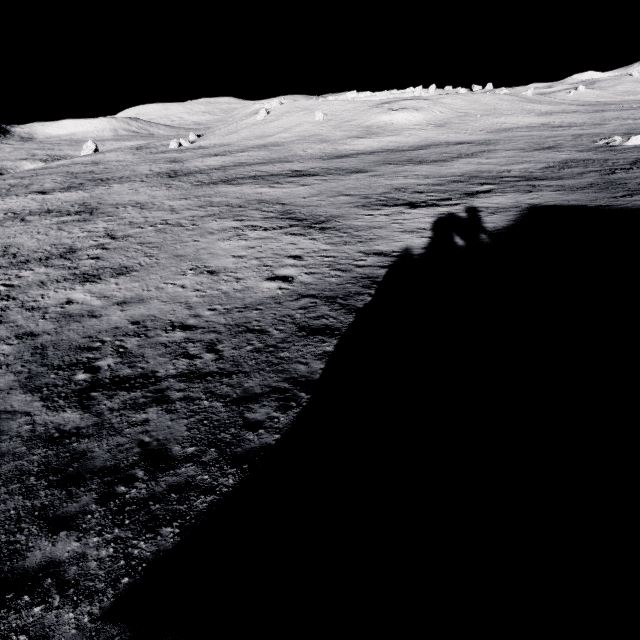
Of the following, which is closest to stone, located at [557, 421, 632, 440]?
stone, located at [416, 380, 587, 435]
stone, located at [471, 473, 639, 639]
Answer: stone, located at [416, 380, 587, 435]

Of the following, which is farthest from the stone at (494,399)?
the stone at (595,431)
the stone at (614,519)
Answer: the stone at (614,519)

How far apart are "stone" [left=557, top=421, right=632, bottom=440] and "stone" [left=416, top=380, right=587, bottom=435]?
0.18m

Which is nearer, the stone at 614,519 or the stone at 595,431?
the stone at 614,519

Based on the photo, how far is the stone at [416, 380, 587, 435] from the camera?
6.16m

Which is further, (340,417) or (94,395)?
(94,395)

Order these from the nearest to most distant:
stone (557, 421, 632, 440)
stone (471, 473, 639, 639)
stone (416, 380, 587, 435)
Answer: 1. stone (471, 473, 639, 639)
2. stone (557, 421, 632, 440)
3. stone (416, 380, 587, 435)

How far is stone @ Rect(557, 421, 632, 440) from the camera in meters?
5.1
